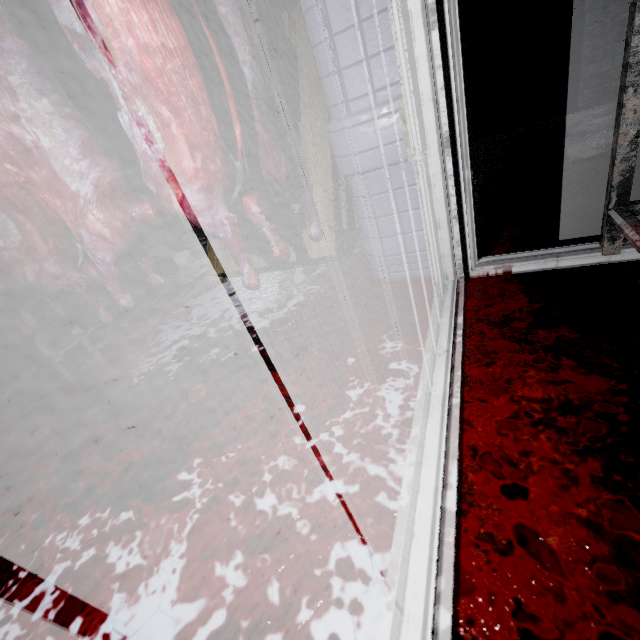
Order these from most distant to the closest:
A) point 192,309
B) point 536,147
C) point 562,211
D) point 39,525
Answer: point 536,147, point 192,309, point 562,211, point 39,525

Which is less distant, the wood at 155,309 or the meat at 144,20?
the meat at 144,20

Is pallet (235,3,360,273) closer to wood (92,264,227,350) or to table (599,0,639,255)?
wood (92,264,227,350)

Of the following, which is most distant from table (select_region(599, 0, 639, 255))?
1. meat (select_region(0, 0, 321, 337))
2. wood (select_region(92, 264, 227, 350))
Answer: wood (select_region(92, 264, 227, 350))

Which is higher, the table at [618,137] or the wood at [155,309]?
the table at [618,137]

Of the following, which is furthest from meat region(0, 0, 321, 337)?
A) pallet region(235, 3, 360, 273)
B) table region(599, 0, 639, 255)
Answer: table region(599, 0, 639, 255)

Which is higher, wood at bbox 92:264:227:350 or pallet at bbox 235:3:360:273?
pallet at bbox 235:3:360:273

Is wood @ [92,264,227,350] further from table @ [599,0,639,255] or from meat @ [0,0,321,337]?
table @ [599,0,639,255]
